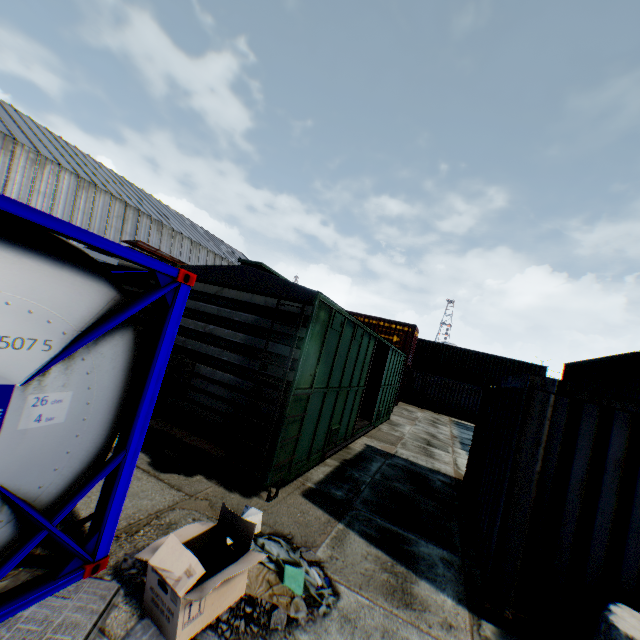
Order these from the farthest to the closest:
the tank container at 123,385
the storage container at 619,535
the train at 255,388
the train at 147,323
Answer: the train at 147,323 → the train at 255,388 → the storage container at 619,535 → the tank container at 123,385

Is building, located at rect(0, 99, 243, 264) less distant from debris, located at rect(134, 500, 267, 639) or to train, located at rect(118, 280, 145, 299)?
train, located at rect(118, 280, 145, 299)

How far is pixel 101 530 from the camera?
3.1 meters

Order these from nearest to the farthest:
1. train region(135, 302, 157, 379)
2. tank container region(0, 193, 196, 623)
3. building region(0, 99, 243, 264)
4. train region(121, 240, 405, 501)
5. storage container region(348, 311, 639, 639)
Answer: tank container region(0, 193, 196, 623)
storage container region(348, 311, 639, 639)
train region(121, 240, 405, 501)
train region(135, 302, 157, 379)
building region(0, 99, 243, 264)

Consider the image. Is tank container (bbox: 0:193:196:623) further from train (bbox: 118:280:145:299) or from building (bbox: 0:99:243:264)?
building (bbox: 0:99:243:264)

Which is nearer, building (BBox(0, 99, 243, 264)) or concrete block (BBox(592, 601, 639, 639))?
concrete block (BBox(592, 601, 639, 639))

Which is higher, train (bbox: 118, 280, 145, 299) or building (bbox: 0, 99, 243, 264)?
building (bbox: 0, 99, 243, 264)

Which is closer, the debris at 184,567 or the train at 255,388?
the debris at 184,567
